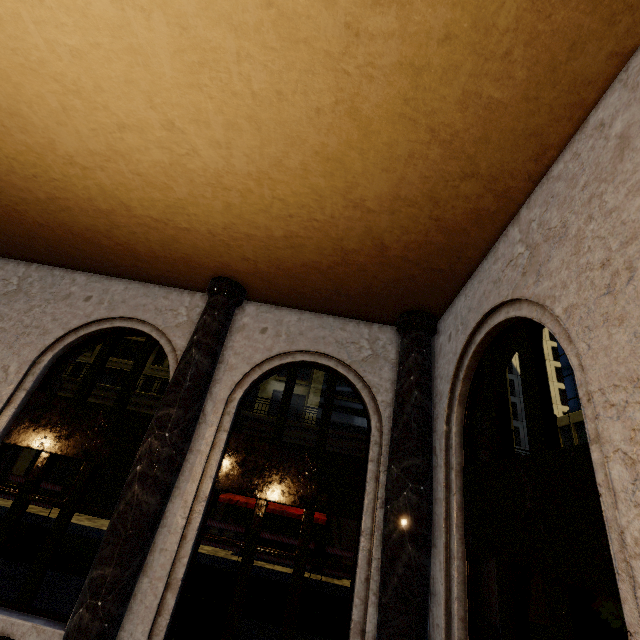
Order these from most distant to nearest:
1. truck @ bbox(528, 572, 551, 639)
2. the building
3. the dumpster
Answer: truck @ bbox(528, 572, 551, 639) < the dumpster < the building

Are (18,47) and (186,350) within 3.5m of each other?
no

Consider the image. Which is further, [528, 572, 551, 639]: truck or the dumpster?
[528, 572, 551, 639]: truck

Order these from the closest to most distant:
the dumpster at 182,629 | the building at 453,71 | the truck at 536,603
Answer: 1. the building at 453,71
2. the dumpster at 182,629
3. the truck at 536,603

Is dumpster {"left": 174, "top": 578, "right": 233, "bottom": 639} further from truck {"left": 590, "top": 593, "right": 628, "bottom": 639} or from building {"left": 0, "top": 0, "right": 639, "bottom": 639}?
truck {"left": 590, "top": 593, "right": 628, "bottom": 639}

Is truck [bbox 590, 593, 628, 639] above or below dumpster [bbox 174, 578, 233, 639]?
above

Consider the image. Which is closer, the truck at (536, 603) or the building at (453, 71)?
the building at (453, 71)

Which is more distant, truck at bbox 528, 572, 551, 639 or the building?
truck at bbox 528, 572, 551, 639
